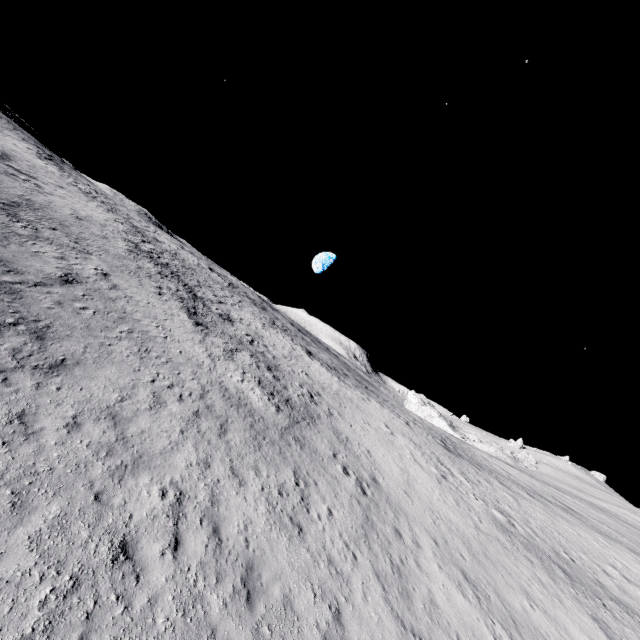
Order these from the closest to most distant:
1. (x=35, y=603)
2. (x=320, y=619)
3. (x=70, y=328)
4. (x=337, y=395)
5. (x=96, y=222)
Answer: (x=35, y=603)
(x=320, y=619)
(x=70, y=328)
(x=337, y=395)
(x=96, y=222)
